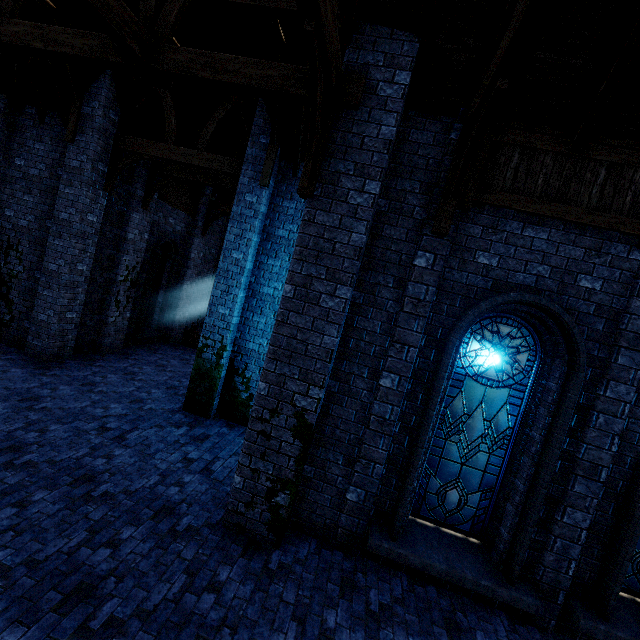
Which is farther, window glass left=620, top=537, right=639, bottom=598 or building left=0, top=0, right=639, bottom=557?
window glass left=620, top=537, right=639, bottom=598

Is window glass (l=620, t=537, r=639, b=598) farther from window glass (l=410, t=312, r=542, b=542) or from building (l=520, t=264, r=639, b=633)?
window glass (l=410, t=312, r=542, b=542)

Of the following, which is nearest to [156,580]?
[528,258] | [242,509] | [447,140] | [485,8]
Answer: [242,509]

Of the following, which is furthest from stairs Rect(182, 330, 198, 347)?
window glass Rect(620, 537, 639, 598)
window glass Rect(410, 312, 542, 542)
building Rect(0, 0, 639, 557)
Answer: window glass Rect(620, 537, 639, 598)

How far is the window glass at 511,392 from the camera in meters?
5.2 m

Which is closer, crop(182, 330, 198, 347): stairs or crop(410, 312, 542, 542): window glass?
crop(410, 312, 542, 542): window glass

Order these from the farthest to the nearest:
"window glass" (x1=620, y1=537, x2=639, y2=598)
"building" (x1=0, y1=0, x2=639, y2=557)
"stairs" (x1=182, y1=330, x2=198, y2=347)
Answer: "stairs" (x1=182, y1=330, x2=198, y2=347) < "window glass" (x1=620, y1=537, x2=639, y2=598) < "building" (x1=0, y1=0, x2=639, y2=557)

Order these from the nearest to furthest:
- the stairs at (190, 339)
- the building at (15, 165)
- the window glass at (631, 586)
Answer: the building at (15, 165) < the window glass at (631, 586) < the stairs at (190, 339)
